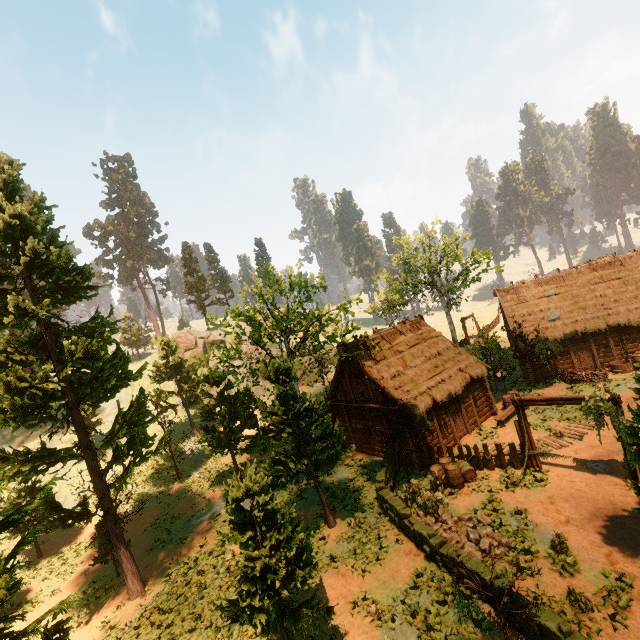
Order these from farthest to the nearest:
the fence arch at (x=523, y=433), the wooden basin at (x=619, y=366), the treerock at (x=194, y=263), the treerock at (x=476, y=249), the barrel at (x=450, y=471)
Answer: the treerock at (x=194, y=263), the treerock at (x=476, y=249), the wooden basin at (x=619, y=366), the barrel at (x=450, y=471), the fence arch at (x=523, y=433)

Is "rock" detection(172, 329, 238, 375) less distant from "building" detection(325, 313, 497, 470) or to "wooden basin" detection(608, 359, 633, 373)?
"building" detection(325, 313, 497, 470)

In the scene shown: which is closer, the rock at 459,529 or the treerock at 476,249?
the rock at 459,529

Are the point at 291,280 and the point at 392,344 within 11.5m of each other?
yes

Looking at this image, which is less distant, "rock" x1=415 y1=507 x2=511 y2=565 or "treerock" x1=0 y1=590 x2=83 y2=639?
"treerock" x1=0 y1=590 x2=83 y2=639

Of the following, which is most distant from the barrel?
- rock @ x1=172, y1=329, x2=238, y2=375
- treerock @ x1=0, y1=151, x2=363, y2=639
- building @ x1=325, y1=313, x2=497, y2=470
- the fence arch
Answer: rock @ x1=172, y1=329, x2=238, y2=375

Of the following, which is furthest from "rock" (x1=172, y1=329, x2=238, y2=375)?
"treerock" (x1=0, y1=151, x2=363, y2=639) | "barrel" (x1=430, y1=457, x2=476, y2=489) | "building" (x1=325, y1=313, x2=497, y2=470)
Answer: "barrel" (x1=430, y1=457, x2=476, y2=489)

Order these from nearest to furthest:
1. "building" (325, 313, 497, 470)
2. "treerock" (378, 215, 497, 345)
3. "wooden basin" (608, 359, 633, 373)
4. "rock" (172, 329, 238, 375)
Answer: "building" (325, 313, 497, 470) < "wooden basin" (608, 359, 633, 373) < "treerock" (378, 215, 497, 345) < "rock" (172, 329, 238, 375)
